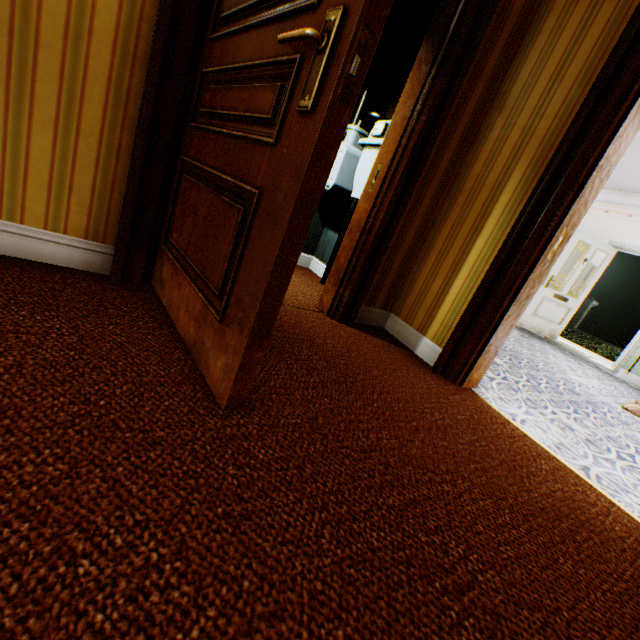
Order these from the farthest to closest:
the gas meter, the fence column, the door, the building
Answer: the fence column → the door → the gas meter → the building

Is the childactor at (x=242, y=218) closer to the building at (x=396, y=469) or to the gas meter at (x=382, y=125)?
the building at (x=396, y=469)

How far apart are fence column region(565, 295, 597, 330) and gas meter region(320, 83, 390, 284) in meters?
20.7 m

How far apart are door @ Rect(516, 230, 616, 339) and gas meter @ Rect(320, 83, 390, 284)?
5.13m

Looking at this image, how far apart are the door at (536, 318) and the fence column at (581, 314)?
14.9m

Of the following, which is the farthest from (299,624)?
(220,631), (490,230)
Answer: (490,230)

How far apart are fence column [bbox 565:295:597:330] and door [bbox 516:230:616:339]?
14.9m

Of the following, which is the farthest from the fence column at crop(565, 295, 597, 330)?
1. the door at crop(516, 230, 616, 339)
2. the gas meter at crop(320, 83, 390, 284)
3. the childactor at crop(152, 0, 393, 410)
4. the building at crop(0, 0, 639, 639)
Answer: the childactor at crop(152, 0, 393, 410)
